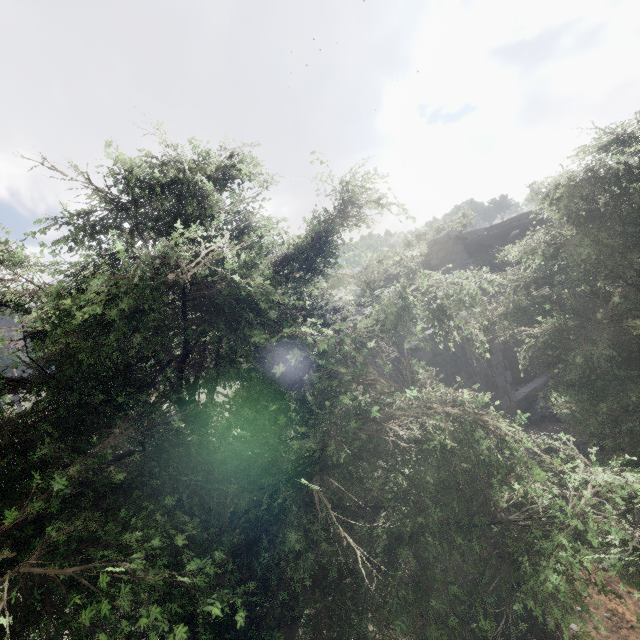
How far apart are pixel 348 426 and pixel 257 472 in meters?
1.0 m

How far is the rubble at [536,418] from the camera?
13.4 meters

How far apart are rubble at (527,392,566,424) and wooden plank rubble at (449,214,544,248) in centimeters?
754cm

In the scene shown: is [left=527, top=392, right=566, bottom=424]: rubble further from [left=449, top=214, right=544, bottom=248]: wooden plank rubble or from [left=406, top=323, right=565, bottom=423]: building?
[left=449, top=214, right=544, bottom=248]: wooden plank rubble

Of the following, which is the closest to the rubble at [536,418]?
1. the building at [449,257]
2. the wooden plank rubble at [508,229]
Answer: the building at [449,257]

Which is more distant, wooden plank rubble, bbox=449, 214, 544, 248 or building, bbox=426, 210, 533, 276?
building, bbox=426, 210, 533, 276

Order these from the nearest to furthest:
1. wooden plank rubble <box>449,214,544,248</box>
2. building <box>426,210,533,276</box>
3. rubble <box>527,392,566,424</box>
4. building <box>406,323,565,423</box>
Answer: building <box>406,323,565,423</box> → rubble <box>527,392,566,424</box> → wooden plank rubble <box>449,214,544,248</box> → building <box>426,210,533,276</box>

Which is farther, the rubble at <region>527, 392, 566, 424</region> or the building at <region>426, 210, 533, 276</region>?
the building at <region>426, 210, 533, 276</region>
